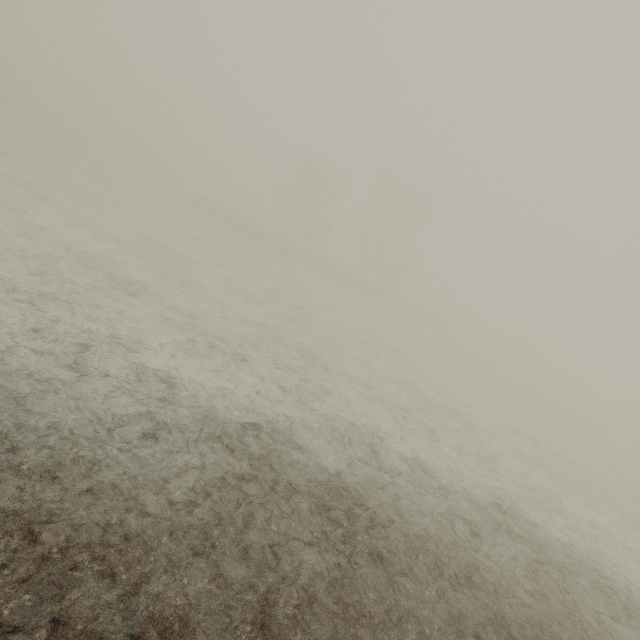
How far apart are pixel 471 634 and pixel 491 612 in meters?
0.6
